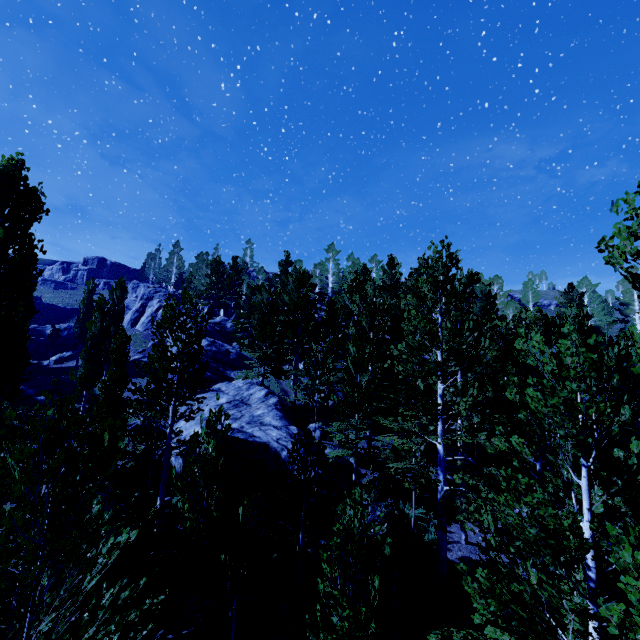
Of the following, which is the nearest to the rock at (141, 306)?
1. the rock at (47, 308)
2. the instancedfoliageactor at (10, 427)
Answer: the instancedfoliageactor at (10, 427)

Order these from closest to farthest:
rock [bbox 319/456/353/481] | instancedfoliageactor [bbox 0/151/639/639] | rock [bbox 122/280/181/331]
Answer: instancedfoliageactor [bbox 0/151/639/639]
rock [bbox 319/456/353/481]
rock [bbox 122/280/181/331]

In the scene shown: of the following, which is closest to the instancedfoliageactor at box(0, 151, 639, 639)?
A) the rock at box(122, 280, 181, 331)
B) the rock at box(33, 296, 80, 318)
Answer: the rock at box(122, 280, 181, 331)

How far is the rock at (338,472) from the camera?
15.4 meters

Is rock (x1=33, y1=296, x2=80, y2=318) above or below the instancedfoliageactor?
above

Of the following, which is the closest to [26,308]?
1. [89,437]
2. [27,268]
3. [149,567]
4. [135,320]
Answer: [27,268]

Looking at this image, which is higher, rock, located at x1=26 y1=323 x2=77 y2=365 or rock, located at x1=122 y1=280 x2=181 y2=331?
rock, located at x1=122 y1=280 x2=181 y2=331
